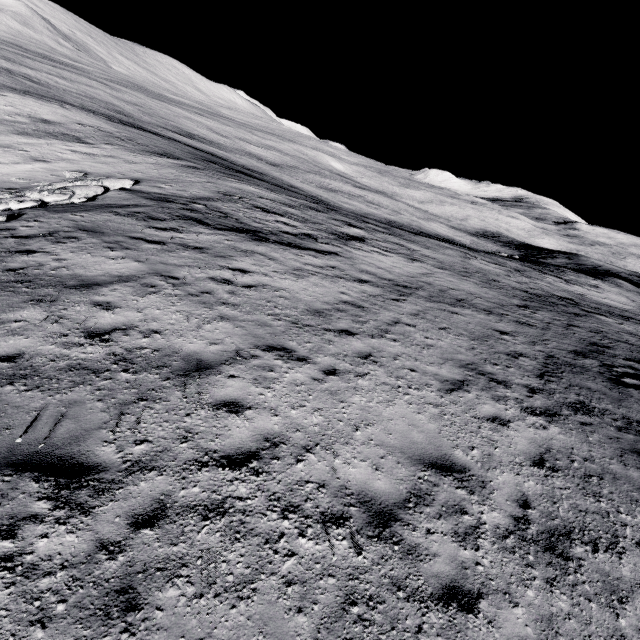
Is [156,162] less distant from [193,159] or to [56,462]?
[193,159]
